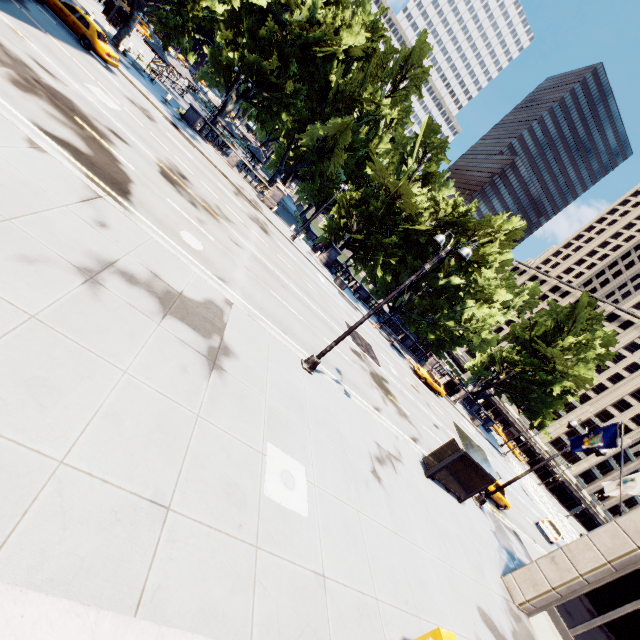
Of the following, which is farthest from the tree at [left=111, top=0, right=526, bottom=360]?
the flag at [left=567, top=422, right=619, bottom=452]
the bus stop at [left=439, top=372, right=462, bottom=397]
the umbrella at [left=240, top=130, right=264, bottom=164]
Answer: the flag at [left=567, top=422, right=619, bottom=452]

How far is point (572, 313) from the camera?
46.2m

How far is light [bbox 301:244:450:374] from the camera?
11.4 meters

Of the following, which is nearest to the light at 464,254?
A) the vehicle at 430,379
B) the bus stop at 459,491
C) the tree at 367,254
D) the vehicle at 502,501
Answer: the bus stop at 459,491

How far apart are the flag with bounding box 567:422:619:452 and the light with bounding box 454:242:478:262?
11.9 meters

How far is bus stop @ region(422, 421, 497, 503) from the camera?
14.9 meters

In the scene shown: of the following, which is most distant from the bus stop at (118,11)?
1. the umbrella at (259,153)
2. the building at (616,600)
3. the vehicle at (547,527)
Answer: the vehicle at (547,527)
